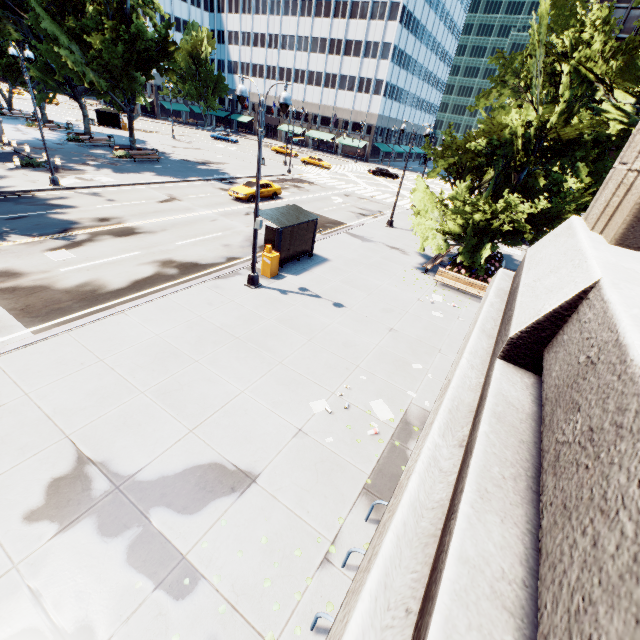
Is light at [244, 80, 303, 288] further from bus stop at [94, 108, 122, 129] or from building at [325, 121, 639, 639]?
bus stop at [94, 108, 122, 129]

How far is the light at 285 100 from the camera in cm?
1017

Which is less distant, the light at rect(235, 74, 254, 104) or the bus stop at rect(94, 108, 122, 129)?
the light at rect(235, 74, 254, 104)

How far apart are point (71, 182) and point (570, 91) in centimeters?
2964cm

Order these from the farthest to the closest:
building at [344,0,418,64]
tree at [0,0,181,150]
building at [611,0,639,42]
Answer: building at [344,0,418,64]
building at [611,0,639,42]
tree at [0,0,181,150]

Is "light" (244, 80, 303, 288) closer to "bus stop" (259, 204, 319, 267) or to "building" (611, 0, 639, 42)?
"bus stop" (259, 204, 319, 267)

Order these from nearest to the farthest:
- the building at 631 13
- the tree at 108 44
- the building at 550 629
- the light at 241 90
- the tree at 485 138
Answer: the building at 550 629 < the light at 241 90 < the tree at 485 138 < the tree at 108 44 < the building at 631 13

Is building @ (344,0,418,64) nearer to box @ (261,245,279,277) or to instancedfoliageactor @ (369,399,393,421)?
box @ (261,245,279,277)
